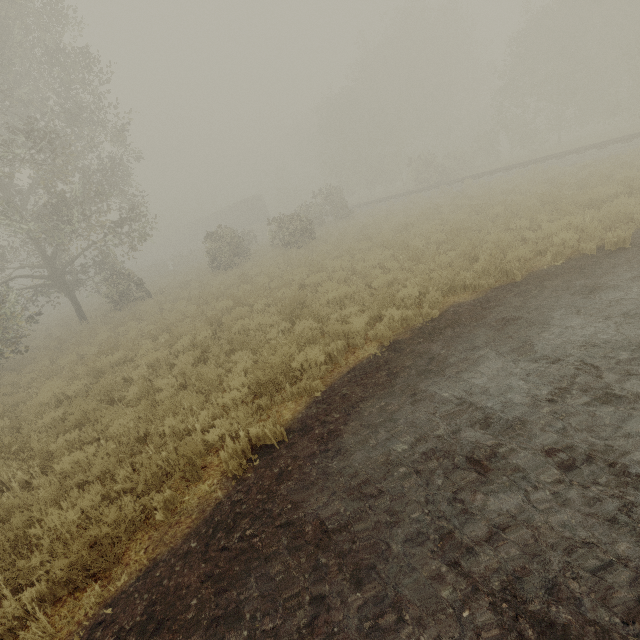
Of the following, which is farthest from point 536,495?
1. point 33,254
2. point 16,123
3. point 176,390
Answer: point 33,254

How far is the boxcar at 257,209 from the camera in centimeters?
4638cm

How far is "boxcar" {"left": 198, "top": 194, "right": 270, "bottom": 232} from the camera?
46.38m
